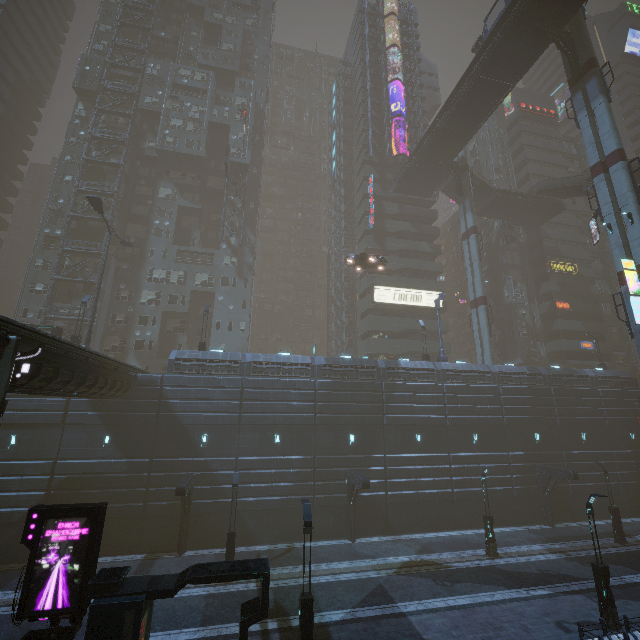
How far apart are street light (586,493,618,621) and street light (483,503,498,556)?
6.68m

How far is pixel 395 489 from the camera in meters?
26.1

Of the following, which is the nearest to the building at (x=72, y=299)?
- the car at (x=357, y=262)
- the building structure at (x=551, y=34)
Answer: the car at (x=357, y=262)

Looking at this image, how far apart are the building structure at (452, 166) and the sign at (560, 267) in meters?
19.4

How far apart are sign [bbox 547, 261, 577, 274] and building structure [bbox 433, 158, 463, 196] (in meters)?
19.39

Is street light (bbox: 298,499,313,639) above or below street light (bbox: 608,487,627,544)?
above

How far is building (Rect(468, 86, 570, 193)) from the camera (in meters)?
54.34

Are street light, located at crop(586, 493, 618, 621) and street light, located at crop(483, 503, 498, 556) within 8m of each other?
yes
